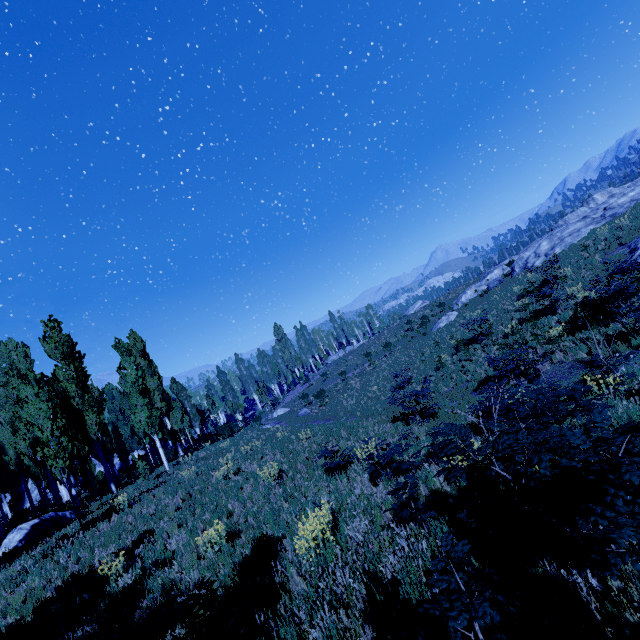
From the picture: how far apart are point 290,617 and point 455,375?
15.26m

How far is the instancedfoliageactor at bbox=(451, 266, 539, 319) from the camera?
28.2 meters

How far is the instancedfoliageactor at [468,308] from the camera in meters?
28.2 m

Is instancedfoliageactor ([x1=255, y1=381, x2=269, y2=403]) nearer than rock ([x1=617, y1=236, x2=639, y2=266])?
No

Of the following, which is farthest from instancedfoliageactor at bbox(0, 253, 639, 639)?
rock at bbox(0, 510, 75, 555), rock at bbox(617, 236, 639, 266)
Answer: rock at bbox(617, 236, 639, 266)

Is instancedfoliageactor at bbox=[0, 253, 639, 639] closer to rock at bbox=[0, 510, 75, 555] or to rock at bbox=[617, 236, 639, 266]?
rock at bbox=[0, 510, 75, 555]
